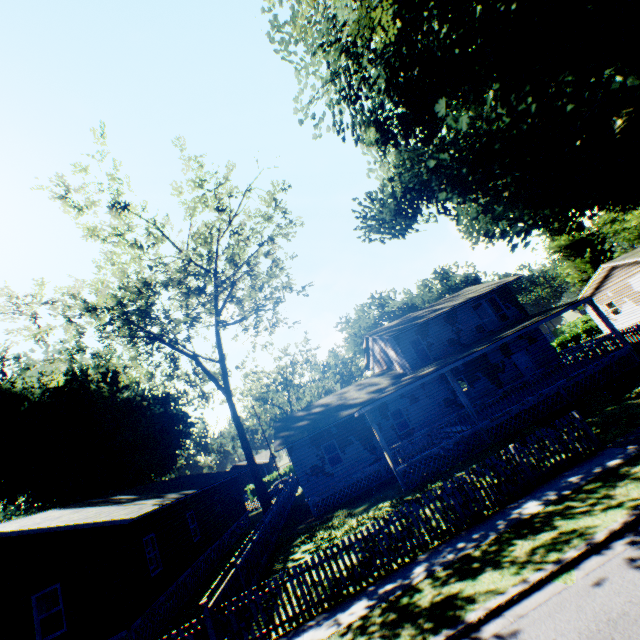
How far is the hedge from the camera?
43.5m

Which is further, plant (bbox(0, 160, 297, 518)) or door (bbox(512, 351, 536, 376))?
plant (bbox(0, 160, 297, 518))

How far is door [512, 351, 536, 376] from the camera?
22.7m

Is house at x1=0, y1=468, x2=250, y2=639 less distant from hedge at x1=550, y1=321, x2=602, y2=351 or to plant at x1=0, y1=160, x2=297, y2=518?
plant at x1=0, y1=160, x2=297, y2=518

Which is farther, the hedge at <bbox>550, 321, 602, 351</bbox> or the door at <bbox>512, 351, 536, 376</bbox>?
the hedge at <bbox>550, 321, 602, 351</bbox>

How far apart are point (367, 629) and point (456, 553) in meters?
2.8

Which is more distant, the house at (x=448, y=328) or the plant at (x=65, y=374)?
the plant at (x=65, y=374)

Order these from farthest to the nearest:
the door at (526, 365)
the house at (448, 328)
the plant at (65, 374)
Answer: the plant at (65, 374) → the door at (526, 365) → the house at (448, 328)
